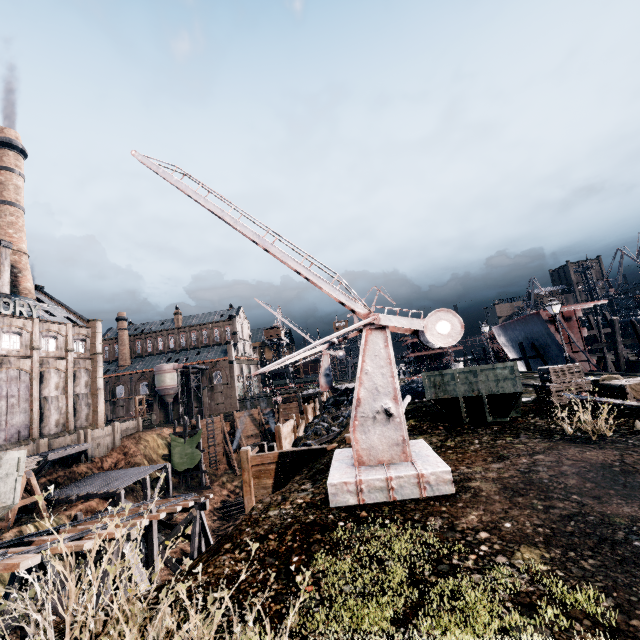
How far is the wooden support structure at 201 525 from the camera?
17.34m

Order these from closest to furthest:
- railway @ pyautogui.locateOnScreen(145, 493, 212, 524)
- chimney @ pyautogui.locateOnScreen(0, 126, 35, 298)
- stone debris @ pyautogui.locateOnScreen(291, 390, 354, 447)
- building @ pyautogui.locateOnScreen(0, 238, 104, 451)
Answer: railway @ pyautogui.locateOnScreen(145, 493, 212, 524) < stone debris @ pyautogui.locateOnScreen(291, 390, 354, 447) < building @ pyautogui.locateOnScreen(0, 238, 104, 451) < chimney @ pyautogui.locateOnScreen(0, 126, 35, 298)

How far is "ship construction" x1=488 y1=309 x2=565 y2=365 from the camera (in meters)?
35.19

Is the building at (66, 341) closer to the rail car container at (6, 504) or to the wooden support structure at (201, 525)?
the rail car container at (6, 504)

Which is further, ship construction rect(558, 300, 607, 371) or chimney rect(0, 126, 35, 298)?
chimney rect(0, 126, 35, 298)

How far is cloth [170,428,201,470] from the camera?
44.06m

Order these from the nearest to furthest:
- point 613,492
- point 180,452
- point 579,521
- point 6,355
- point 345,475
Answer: point 579,521 < point 613,492 < point 345,475 < point 6,355 < point 180,452

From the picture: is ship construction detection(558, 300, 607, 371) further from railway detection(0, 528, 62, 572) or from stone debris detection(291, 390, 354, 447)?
railway detection(0, 528, 62, 572)
